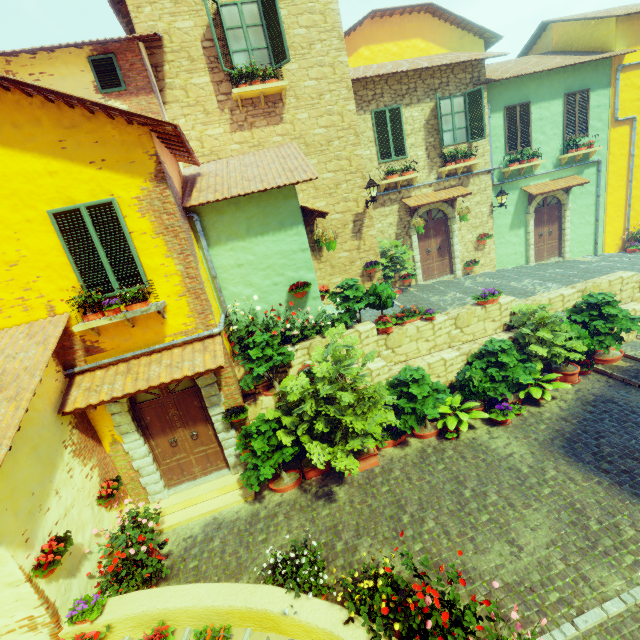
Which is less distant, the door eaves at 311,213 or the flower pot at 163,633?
the flower pot at 163,633

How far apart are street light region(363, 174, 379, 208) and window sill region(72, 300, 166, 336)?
6.7 meters

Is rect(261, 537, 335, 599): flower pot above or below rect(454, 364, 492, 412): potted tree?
below

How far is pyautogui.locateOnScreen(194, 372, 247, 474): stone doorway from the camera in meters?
7.0 m

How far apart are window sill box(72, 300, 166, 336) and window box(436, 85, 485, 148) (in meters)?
10.45

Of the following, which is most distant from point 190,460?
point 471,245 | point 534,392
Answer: point 471,245

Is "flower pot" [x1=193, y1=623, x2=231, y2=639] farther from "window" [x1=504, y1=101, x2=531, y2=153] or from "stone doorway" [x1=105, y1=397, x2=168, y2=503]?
"window" [x1=504, y1=101, x2=531, y2=153]

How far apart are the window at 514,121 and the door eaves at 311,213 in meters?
8.5 m
